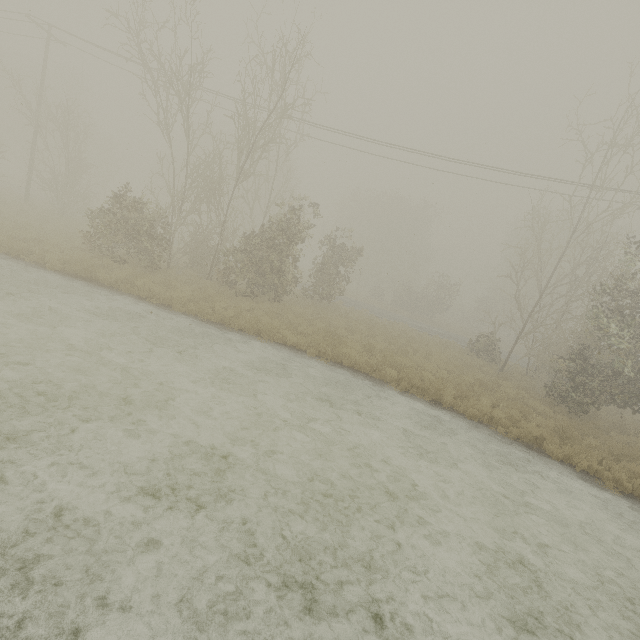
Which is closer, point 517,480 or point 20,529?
point 20,529
